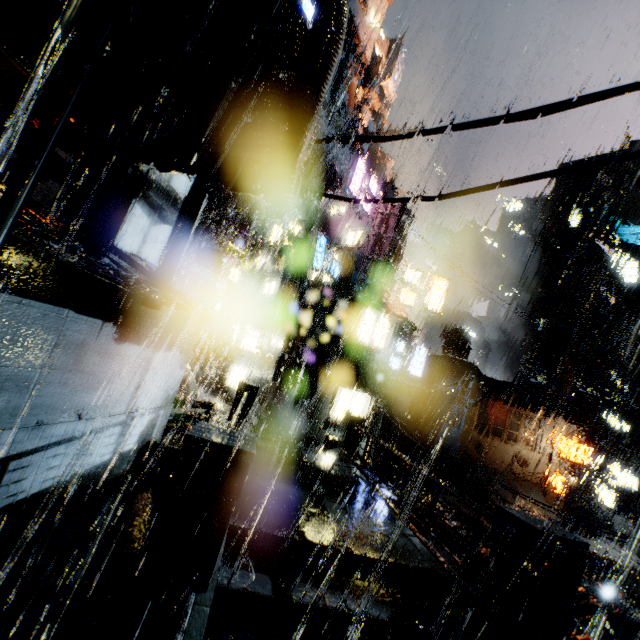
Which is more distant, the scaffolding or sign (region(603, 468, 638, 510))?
sign (region(603, 468, 638, 510))

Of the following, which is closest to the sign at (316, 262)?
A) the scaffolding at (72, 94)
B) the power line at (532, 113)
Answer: the power line at (532, 113)

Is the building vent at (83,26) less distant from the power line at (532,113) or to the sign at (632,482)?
the power line at (532,113)

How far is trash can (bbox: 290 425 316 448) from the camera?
17.1 meters

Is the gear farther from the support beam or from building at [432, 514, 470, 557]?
the support beam

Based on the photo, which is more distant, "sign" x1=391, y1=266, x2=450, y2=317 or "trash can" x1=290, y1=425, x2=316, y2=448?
"sign" x1=391, y1=266, x2=450, y2=317

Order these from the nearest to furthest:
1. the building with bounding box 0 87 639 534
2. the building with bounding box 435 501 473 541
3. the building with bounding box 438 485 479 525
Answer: the building with bounding box 0 87 639 534 < the building with bounding box 435 501 473 541 < the building with bounding box 438 485 479 525

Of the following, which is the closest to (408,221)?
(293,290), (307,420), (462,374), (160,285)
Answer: (293,290)
